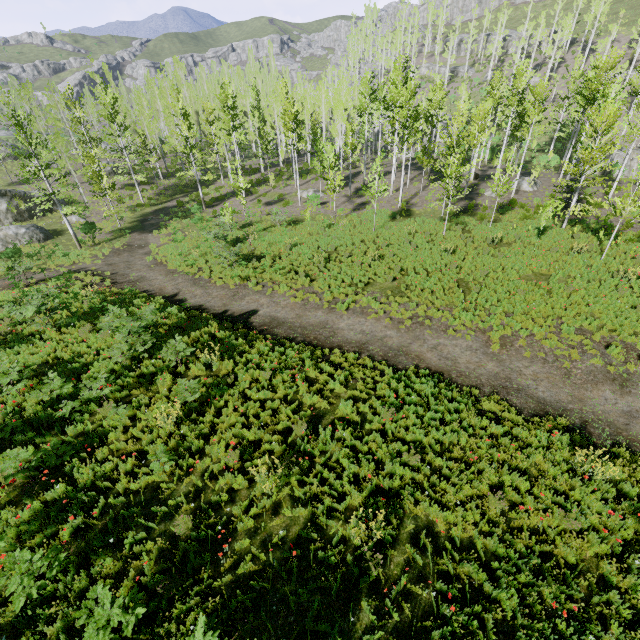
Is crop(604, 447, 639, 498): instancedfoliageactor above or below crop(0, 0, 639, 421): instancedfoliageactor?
below

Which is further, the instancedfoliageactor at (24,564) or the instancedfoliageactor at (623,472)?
the instancedfoliageactor at (623,472)

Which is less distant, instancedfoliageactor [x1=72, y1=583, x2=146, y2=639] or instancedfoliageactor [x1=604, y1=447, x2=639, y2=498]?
instancedfoliageactor [x1=72, y1=583, x2=146, y2=639]

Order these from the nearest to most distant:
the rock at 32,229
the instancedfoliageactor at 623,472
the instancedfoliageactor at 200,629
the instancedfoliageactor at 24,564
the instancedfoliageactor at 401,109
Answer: the instancedfoliageactor at 200,629, the instancedfoliageactor at 24,564, the instancedfoliageactor at 623,472, the instancedfoliageactor at 401,109, the rock at 32,229

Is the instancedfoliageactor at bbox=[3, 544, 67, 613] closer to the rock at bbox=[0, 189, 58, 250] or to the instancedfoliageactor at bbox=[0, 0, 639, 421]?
the instancedfoliageactor at bbox=[0, 0, 639, 421]

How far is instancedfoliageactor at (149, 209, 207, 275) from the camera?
20.8 meters

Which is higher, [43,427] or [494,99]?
[494,99]
